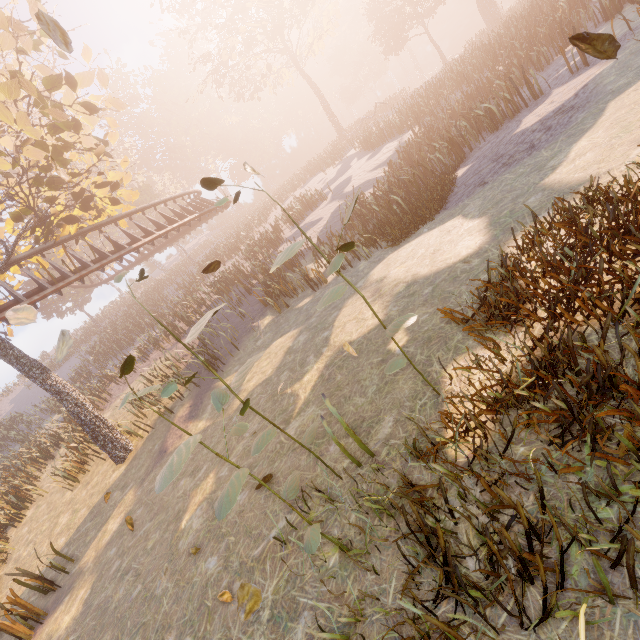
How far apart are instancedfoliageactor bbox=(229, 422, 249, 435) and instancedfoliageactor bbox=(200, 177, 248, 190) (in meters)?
1.68

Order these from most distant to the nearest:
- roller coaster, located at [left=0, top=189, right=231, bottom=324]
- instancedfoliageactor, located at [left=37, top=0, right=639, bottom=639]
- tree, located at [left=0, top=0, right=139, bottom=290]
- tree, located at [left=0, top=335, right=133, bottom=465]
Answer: roller coaster, located at [left=0, top=189, right=231, bottom=324]
tree, located at [left=0, top=335, right=133, bottom=465]
tree, located at [left=0, top=0, right=139, bottom=290]
instancedfoliageactor, located at [left=37, top=0, right=639, bottom=639]

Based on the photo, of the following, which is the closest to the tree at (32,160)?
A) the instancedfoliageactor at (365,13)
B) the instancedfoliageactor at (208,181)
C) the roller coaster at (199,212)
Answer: the roller coaster at (199,212)

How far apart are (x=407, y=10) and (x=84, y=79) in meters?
70.4

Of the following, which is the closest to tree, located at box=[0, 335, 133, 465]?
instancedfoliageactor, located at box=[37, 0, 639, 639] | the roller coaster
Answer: the roller coaster

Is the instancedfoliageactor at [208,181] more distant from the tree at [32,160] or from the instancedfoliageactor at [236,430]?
the tree at [32,160]

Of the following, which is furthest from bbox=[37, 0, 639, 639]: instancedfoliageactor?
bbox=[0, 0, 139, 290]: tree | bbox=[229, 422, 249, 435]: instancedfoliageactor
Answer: bbox=[0, 0, 139, 290]: tree

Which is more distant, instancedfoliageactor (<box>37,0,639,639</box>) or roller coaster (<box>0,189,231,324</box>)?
roller coaster (<box>0,189,231,324</box>)
